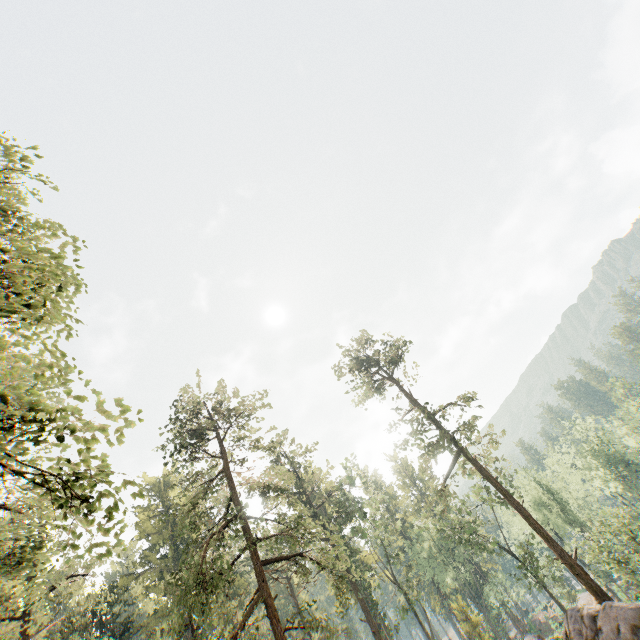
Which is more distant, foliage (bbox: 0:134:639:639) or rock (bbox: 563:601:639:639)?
rock (bbox: 563:601:639:639)

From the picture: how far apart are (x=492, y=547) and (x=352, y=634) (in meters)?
18.15

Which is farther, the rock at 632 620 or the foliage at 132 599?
the rock at 632 620

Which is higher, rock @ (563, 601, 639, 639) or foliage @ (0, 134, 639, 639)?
foliage @ (0, 134, 639, 639)

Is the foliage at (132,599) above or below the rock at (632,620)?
above
